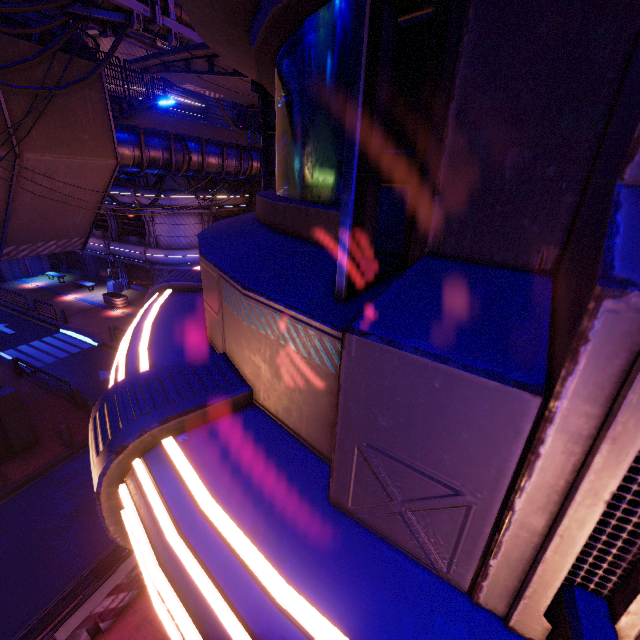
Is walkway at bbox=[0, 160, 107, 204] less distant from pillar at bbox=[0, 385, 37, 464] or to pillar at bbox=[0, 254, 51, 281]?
pillar at bbox=[0, 385, 37, 464]

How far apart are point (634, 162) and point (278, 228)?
1.9m

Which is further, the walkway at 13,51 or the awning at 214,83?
the walkway at 13,51

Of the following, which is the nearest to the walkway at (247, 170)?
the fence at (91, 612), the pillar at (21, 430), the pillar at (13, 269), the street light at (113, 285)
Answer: the pillar at (21, 430)

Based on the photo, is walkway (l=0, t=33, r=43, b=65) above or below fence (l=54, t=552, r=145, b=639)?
above

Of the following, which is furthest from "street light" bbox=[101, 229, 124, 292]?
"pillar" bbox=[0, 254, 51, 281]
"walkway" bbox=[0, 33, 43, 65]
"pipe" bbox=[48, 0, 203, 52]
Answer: "pipe" bbox=[48, 0, 203, 52]

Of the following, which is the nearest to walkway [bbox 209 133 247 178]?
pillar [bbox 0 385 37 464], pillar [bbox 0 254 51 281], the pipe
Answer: pillar [bbox 0 385 37 464]

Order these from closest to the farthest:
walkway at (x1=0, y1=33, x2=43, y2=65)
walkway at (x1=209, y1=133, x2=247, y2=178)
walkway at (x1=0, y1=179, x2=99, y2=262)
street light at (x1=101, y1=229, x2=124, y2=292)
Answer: walkway at (x1=0, y1=33, x2=43, y2=65) < walkway at (x1=0, y1=179, x2=99, y2=262) < walkway at (x1=209, y1=133, x2=247, y2=178) < street light at (x1=101, y1=229, x2=124, y2=292)
